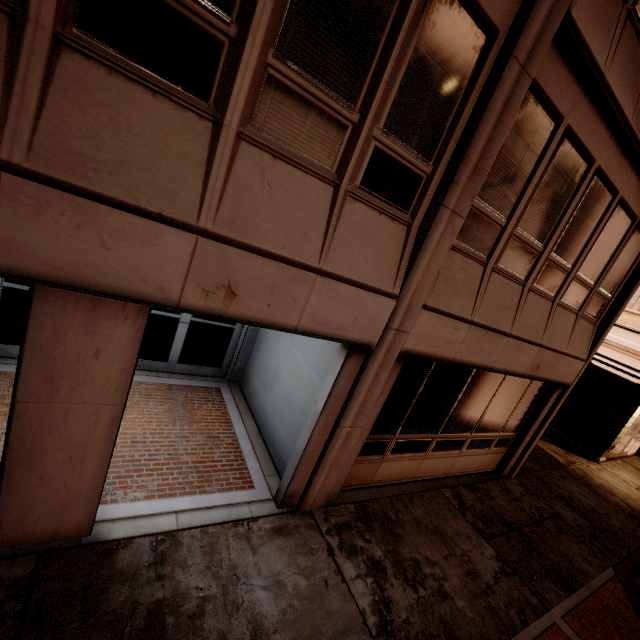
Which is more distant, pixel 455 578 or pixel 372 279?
pixel 455 578
